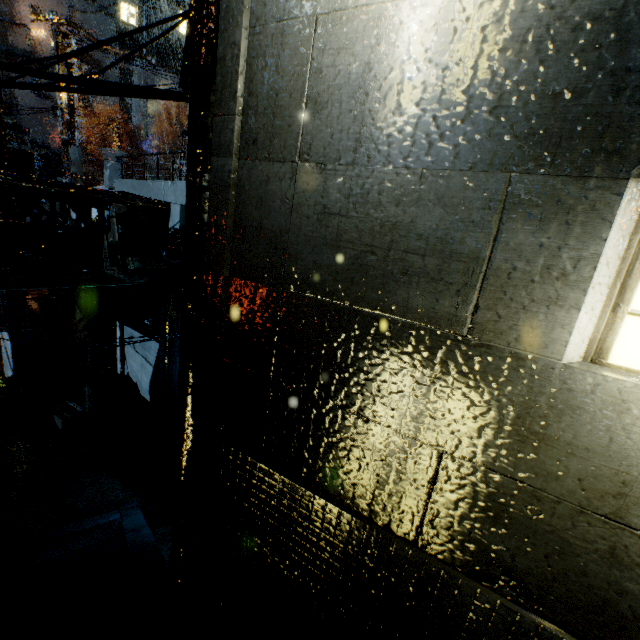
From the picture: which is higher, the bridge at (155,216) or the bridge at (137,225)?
the bridge at (155,216)

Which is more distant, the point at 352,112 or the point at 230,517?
the point at 230,517

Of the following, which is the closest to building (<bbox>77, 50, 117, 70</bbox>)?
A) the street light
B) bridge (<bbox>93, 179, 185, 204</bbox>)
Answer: bridge (<bbox>93, 179, 185, 204</bbox>)

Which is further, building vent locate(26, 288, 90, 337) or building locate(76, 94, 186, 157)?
building locate(76, 94, 186, 157)

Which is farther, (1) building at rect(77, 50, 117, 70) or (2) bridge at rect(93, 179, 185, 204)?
(1) building at rect(77, 50, 117, 70)

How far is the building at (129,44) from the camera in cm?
2038

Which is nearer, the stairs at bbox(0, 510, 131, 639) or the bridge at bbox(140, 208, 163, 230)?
the stairs at bbox(0, 510, 131, 639)
